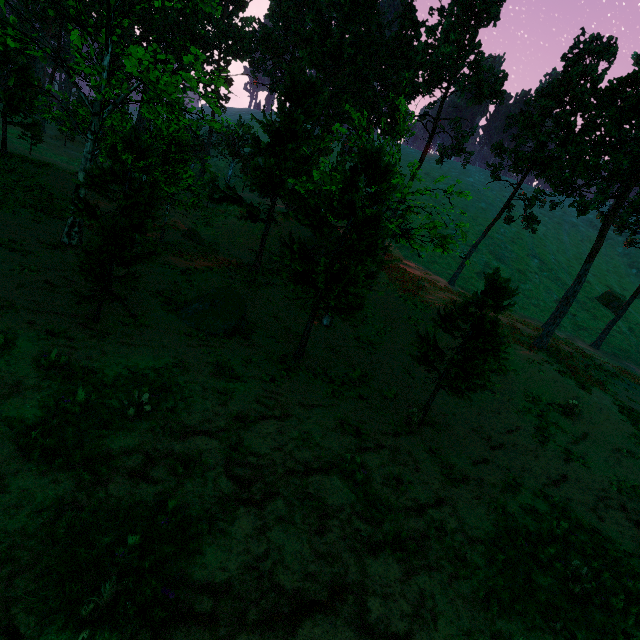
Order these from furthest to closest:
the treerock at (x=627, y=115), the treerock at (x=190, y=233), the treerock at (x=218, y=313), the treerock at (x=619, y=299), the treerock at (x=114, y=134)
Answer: the treerock at (x=619, y=299) → the treerock at (x=190, y=233) → the treerock at (x=627, y=115) → the treerock at (x=218, y=313) → the treerock at (x=114, y=134)

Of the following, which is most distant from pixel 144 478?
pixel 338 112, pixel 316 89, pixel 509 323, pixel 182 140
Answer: pixel 338 112

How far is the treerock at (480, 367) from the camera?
10.5m

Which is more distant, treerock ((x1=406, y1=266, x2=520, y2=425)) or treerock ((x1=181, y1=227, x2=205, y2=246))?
treerock ((x1=181, y1=227, x2=205, y2=246))

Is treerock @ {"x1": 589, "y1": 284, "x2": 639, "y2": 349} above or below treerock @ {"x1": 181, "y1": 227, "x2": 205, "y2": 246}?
above

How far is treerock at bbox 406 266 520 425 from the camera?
10.5 meters
